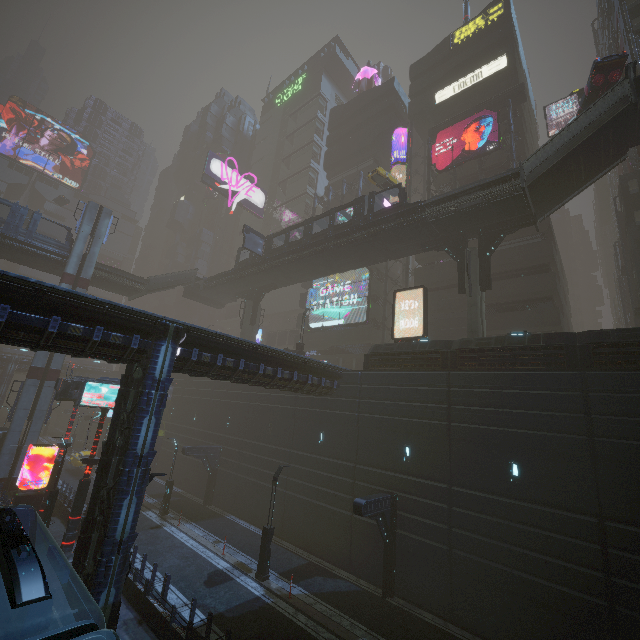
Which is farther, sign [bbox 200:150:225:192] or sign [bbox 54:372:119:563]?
sign [bbox 200:150:225:192]

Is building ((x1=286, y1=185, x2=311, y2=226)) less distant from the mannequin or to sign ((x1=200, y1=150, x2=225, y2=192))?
sign ((x1=200, y1=150, x2=225, y2=192))

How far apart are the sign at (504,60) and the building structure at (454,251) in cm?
2272

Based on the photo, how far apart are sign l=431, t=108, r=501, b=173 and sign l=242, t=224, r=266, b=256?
19.3 meters

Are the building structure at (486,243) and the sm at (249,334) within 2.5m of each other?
no

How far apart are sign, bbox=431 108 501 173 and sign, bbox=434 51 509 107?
5.6m

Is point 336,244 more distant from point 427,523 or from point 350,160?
point 350,160

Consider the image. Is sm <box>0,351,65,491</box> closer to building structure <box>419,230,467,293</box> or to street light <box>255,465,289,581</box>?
street light <box>255,465,289,581</box>
